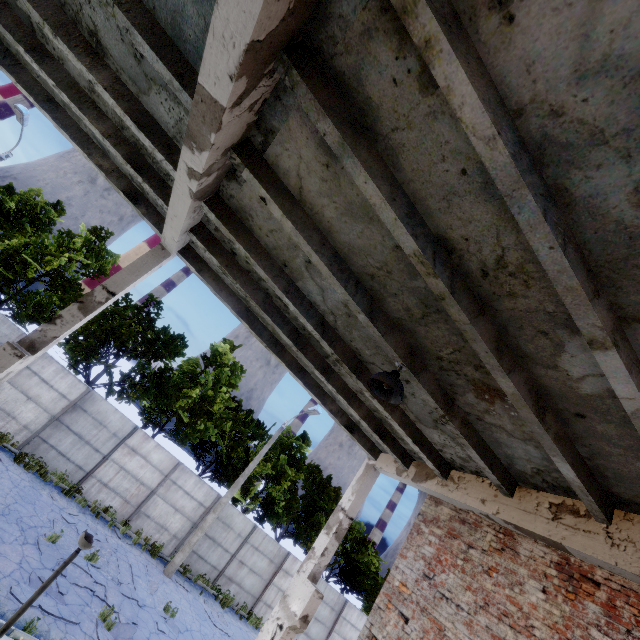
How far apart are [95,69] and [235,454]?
22.34m

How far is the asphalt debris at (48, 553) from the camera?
10.3m

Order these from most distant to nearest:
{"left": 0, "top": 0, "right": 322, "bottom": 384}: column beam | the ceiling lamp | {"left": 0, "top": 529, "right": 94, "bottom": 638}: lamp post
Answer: {"left": 0, "top": 529, "right": 94, "bottom": 638}: lamp post, the ceiling lamp, {"left": 0, "top": 0, "right": 322, "bottom": 384}: column beam

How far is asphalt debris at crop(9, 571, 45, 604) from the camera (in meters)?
8.04

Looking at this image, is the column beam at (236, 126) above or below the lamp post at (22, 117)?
below

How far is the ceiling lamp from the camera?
4.2m

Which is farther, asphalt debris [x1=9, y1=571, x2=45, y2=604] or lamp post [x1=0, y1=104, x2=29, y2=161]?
lamp post [x1=0, y1=104, x2=29, y2=161]
